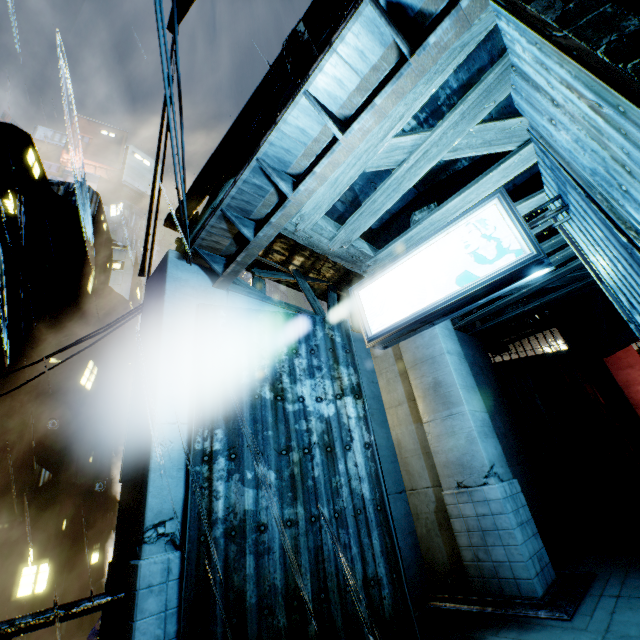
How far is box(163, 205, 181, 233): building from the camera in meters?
6.5 m

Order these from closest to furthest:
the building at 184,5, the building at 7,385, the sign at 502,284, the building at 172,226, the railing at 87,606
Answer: the railing at 87,606, the sign at 502,284, the building at 172,226, the building at 7,385, the building at 184,5

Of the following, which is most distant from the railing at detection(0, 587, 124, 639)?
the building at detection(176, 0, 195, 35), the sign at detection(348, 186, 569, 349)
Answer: the sign at detection(348, 186, 569, 349)

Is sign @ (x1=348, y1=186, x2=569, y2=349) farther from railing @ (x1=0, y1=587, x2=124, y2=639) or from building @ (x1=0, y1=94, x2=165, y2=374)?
railing @ (x1=0, y1=587, x2=124, y2=639)

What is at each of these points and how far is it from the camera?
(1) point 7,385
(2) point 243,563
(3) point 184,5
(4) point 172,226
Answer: (1) building, 16.83m
(2) building, 3.87m
(3) building, 17.64m
(4) building, 6.69m

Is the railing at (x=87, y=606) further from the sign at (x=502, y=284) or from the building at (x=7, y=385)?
the sign at (x=502, y=284)
